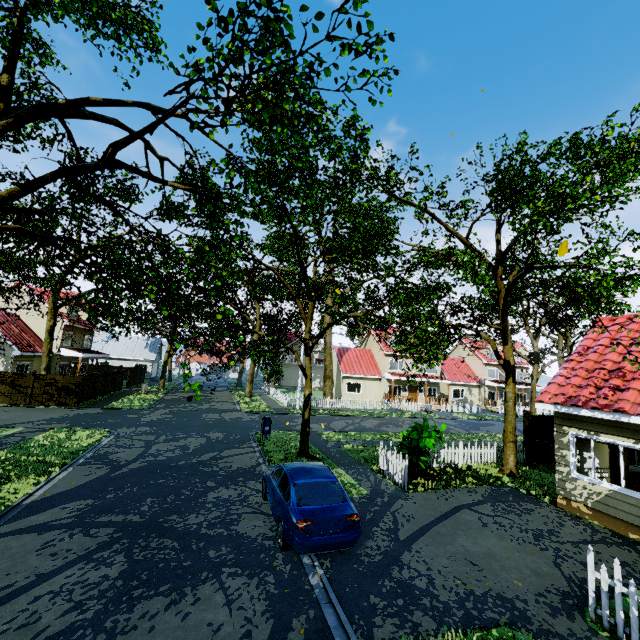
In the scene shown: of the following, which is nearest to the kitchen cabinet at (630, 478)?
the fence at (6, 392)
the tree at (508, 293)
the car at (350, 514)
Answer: the fence at (6, 392)

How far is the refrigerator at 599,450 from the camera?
10.1 meters

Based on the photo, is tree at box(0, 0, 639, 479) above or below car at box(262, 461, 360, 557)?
above

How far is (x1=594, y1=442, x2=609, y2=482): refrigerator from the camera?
10.1m

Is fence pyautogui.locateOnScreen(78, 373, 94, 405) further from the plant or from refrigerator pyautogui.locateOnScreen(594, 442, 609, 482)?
refrigerator pyautogui.locateOnScreen(594, 442, 609, 482)

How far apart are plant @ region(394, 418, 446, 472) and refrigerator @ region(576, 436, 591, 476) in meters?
3.9 m

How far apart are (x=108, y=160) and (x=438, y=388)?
41.3 meters
